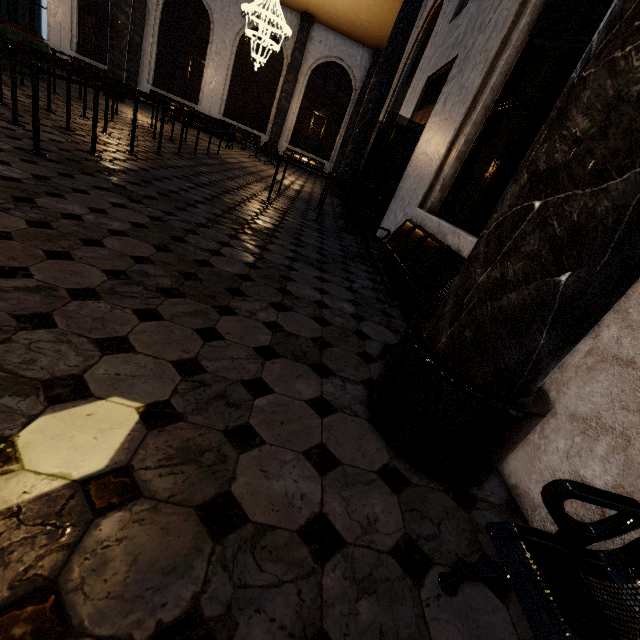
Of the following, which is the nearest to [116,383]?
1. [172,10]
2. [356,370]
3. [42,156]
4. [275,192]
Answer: [356,370]
